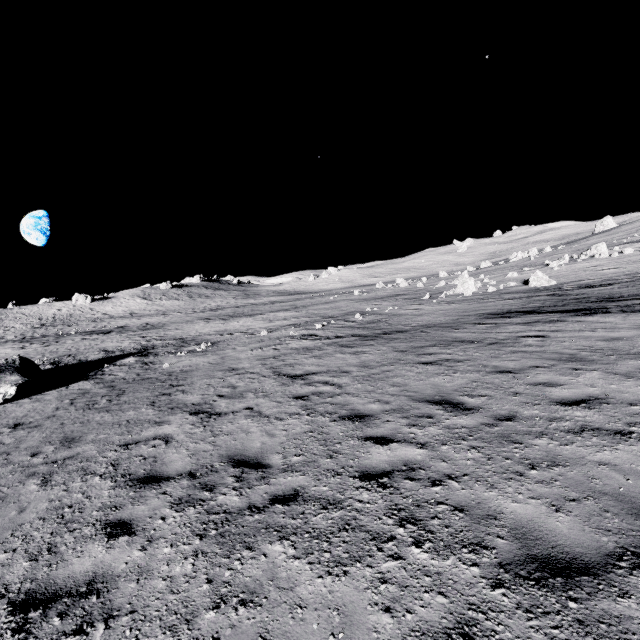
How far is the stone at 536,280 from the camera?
24.9 meters

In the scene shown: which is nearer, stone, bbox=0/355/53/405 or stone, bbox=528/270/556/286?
stone, bbox=0/355/53/405

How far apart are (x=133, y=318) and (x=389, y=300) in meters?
45.9 m

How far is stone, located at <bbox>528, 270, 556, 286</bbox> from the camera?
24.9m

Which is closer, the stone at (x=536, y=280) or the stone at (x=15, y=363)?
the stone at (x=15, y=363)
